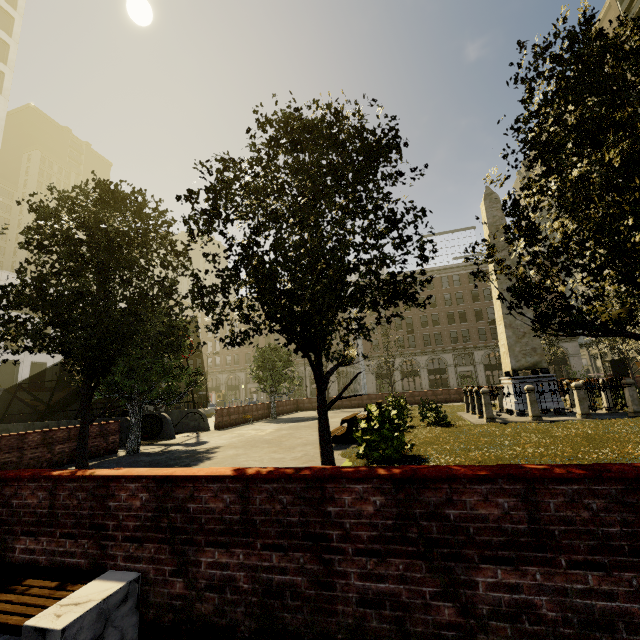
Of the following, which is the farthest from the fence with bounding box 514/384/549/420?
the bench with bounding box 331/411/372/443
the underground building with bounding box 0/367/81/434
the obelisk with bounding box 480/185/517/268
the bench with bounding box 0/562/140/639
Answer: the underground building with bounding box 0/367/81/434

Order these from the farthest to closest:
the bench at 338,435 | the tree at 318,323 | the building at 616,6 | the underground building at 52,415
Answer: the building at 616,6 → the underground building at 52,415 → the bench at 338,435 → the tree at 318,323

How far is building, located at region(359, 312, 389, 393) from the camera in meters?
51.1 m

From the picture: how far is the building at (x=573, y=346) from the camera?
44.25m

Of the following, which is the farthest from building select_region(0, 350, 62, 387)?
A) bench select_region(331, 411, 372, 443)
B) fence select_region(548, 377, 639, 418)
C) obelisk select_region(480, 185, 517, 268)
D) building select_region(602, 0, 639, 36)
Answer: obelisk select_region(480, 185, 517, 268)

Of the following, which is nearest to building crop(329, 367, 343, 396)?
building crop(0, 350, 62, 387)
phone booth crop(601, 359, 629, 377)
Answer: building crop(0, 350, 62, 387)

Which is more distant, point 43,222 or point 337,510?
point 43,222

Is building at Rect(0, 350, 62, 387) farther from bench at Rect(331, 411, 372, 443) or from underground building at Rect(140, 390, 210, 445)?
bench at Rect(331, 411, 372, 443)
